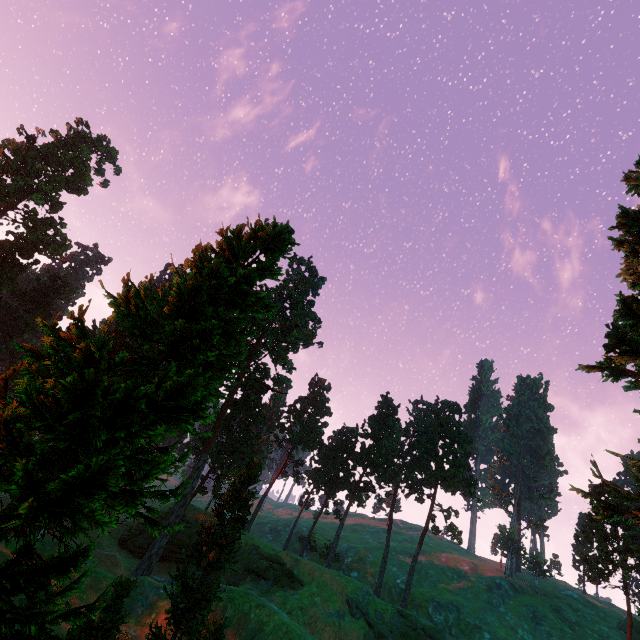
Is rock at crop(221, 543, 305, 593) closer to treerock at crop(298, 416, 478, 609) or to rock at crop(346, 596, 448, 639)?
treerock at crop(298, 416, 478, 609)

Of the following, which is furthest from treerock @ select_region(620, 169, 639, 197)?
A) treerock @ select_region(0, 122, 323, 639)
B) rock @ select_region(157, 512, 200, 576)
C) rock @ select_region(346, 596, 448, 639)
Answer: rock @ select_region(157, 512, 200, 576)

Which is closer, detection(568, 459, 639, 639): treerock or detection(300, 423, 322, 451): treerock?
detection(568, 459, 639, 639): treerock

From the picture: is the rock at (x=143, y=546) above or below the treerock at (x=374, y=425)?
below

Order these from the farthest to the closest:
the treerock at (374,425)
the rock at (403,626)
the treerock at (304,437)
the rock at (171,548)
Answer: the treerock at (304,437)
the treerock at (374,425)
the rock at (171,548)
the rock at (403,626)

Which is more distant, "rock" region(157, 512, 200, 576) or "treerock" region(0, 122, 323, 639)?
"rock" region(157, 512, 200, 576)

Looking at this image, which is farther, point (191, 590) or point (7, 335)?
point (7, 335)

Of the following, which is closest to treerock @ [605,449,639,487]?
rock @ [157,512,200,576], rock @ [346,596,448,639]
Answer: rock @ [157,512,200,576]
